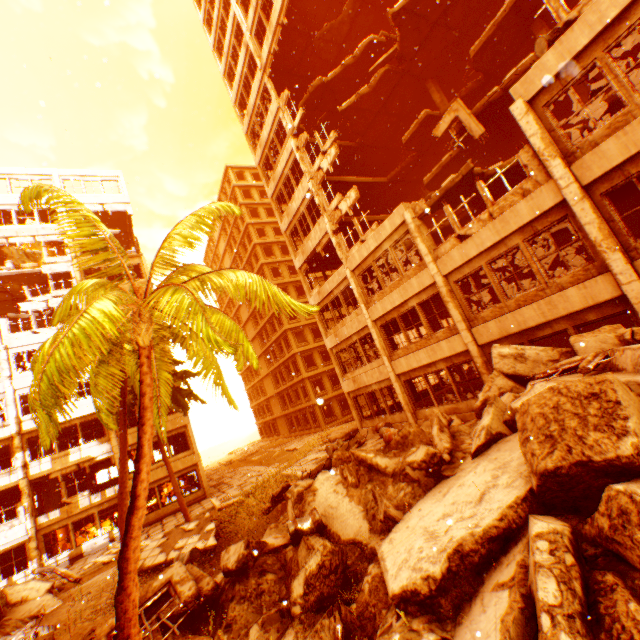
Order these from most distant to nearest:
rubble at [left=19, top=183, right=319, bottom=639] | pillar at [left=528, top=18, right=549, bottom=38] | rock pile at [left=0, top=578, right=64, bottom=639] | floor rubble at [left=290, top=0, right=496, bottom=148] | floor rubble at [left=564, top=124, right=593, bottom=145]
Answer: floor rubble at [left=290, top=0, right=496, bottom=148] → pillar at [left=528, top=18, right=549, bottom=38] → floor rubble at [left=564, top=124, right=593, bottom=145] → rock pile at [left=0, top=578, right=64, bottom=639] → rubble at [left=19, top=183, right=319, bottom=639]

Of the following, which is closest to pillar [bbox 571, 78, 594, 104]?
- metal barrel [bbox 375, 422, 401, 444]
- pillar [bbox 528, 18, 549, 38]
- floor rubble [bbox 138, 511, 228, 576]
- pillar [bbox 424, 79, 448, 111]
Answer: pillar [bbox 528, 18, 549, 38]

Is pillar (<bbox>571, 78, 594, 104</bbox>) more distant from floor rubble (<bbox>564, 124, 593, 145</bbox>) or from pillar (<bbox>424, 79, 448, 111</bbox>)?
pillar (<bbox>424, 79, 448, 111</bbox>)

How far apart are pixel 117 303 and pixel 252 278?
12.8 meters

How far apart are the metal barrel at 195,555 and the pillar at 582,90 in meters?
20.8 m

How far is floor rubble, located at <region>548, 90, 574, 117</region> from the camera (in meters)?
15.38

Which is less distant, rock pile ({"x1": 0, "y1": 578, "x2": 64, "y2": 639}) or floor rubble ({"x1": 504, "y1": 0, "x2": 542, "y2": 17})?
rock pile ({"x1": 0, "y1": 578, "x2": 64, "y2": 639})

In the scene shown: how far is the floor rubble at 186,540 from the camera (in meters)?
12.48
